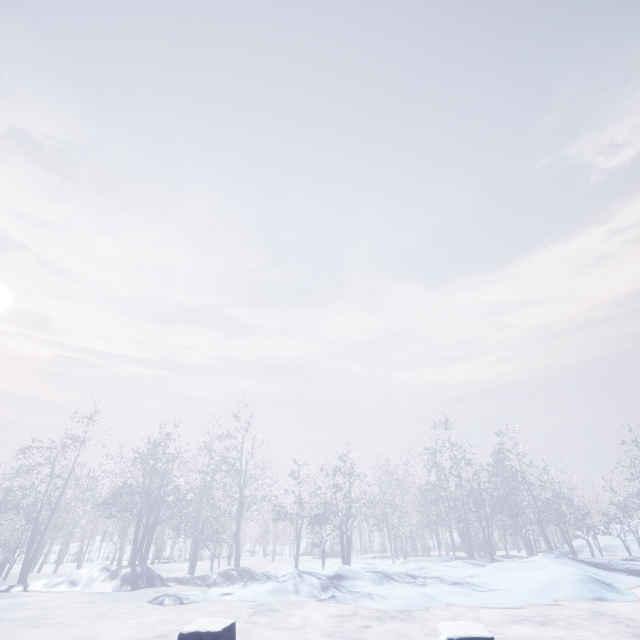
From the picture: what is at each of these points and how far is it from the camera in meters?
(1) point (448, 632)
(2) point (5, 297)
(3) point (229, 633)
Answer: (1) fence, 2.7 m
(2) sun, 43.2 m
(3) fence, 3.1 m

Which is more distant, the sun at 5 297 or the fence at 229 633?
the sun at 5 297

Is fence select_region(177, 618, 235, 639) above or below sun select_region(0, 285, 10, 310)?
below

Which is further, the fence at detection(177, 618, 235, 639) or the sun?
the sun
